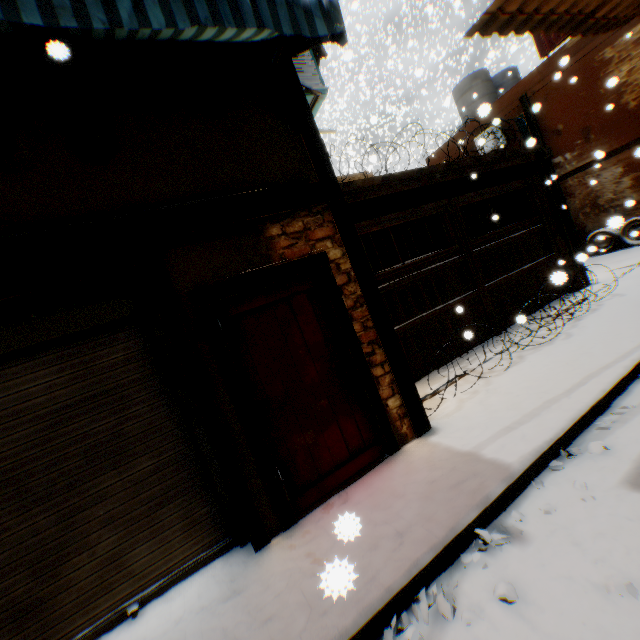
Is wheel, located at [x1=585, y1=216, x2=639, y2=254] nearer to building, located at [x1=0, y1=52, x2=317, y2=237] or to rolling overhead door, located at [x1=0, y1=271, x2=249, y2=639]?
building, located at [x1=0, y1=52, x2=317, y2=237]

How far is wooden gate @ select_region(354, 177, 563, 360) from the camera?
5.8m

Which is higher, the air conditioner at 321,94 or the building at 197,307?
the air conditioner at 321,94

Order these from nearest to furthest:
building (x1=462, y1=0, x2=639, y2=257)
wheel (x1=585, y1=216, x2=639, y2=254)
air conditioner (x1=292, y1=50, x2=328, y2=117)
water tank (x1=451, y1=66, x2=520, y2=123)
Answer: building (x1=462, y1=0, x2=639, y2=257)
air conditioner (x1=292, y1=50, x2=328, y2=117)
wheel (x1=585, y1=216, x2=639, y2=254)
water tank (x1=451, y1=66, x2=520, y2=123)

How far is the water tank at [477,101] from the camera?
14.3 meters

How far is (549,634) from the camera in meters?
1.7

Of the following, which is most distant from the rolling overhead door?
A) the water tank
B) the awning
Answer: the water tank

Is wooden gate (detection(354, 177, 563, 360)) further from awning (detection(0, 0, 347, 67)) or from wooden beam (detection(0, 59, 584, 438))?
awning (detection(0, 0, 347, 67))
